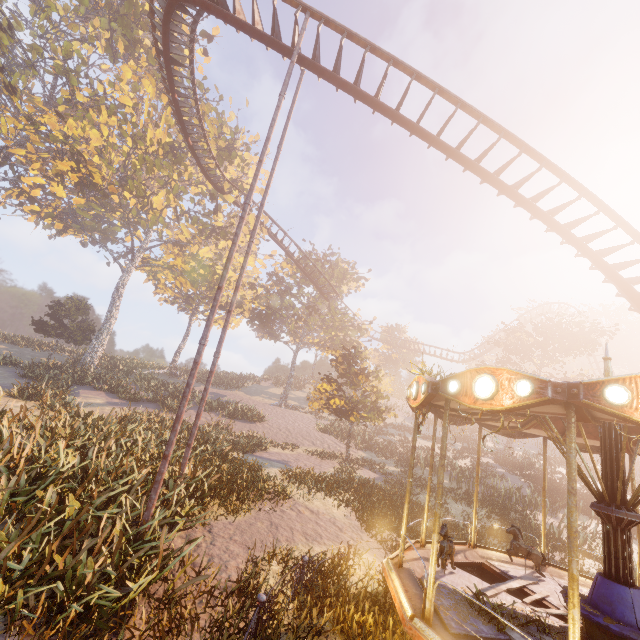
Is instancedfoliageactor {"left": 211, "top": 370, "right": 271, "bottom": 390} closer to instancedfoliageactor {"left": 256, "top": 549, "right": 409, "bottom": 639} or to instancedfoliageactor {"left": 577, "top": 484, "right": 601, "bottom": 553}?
instancedfoliageactor {"left": 256, "top": 549, "right": 409, "bottom": 639}

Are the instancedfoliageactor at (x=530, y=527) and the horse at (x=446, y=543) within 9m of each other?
no

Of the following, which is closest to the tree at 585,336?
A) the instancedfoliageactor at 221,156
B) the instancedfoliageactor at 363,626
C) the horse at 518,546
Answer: the instancedfoliageactor at 221,156

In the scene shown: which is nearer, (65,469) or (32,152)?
(65,469)

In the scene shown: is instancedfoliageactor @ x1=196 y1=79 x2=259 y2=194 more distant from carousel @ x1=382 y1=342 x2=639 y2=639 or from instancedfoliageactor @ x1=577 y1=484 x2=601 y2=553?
instancedfoliageactor @ x1=577 y1=484 x2=601 y2=553

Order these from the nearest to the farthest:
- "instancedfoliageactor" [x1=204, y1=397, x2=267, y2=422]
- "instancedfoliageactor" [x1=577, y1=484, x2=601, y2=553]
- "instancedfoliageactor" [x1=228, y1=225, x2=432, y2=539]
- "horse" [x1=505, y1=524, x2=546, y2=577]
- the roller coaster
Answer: "horse" [x1=505, y1=524, x2=546, y2=577] → the roller coaster → "instancedfoliageactor" [x1=228, y1=225, x2=432, y2=539] → "instancedfoliageactor" [x1=577, y1=484, x2=601, y2=553] → "instancedfoliageactor" [x1=204, y1=397, x2=267, y2=422]

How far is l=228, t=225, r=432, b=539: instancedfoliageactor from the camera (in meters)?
12.84

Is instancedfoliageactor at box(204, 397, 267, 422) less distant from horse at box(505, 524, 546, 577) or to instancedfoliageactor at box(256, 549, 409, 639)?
horse at box(505, 524, 546, 577)
